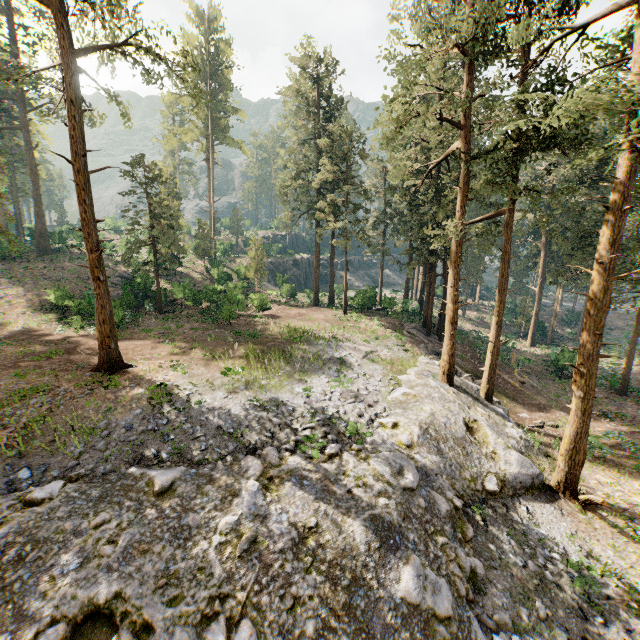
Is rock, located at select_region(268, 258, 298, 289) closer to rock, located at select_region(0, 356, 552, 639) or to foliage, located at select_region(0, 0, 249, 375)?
foliage, located at select_region(0, 0, 249, 375)

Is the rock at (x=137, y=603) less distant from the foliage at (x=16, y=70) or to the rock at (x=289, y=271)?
the foliage at (x=16, y=70)

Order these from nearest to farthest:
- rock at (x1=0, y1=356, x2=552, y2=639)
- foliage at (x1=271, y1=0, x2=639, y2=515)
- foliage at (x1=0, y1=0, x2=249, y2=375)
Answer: rock at (x1=0, y1=356, x2=552, y2=639) → foliage at (x1=271, y1=0, x2=639, y2=515) → foliage at (x1=0, y1=0, x2=249, y2=375)

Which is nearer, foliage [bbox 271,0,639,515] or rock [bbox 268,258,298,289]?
foliage [bbox 271,0,639,515]

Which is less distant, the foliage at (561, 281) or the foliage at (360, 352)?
the foliage at (561, 281)

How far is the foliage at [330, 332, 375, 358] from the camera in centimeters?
2304cm

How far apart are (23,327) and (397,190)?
34.03m
